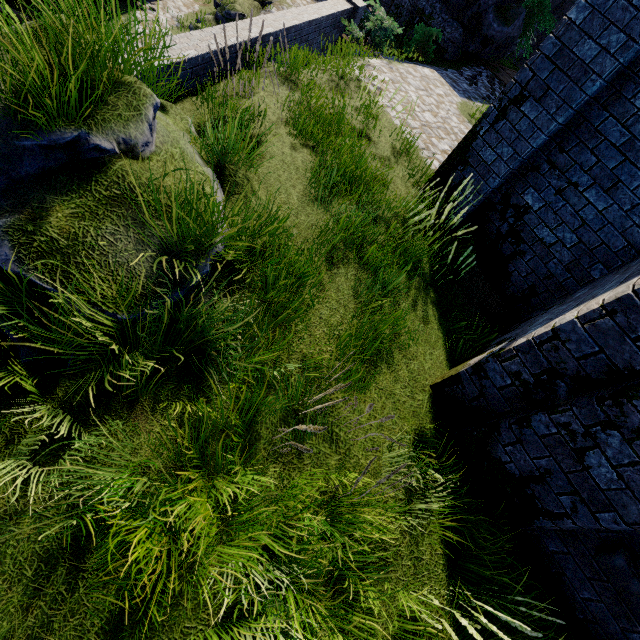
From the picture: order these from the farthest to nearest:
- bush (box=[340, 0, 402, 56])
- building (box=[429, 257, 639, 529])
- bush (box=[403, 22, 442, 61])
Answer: bush (box=[403, 22, 442, 61]) < bush (box=[340, 0, 402, 56]) < building (box=[429, 257, 639, 529])

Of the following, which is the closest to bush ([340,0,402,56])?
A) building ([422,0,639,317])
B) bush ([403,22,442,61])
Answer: bush ([403,22,442,61])

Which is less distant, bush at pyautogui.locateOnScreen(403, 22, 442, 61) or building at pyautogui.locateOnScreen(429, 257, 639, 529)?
building at pyautogui.locateOnScreen(429, 257, 639, 529)

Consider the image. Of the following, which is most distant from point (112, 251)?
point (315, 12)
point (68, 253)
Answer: point (315, 12)

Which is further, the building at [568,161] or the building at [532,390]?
the building at [568,161]

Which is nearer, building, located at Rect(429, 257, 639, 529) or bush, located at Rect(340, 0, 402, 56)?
building, located at Rect(429, 257, 639, 529)

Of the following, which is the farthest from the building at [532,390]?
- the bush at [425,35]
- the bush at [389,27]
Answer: the bush at [425,35]

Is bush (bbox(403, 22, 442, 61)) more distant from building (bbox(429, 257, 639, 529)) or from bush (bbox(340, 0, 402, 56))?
building (bbox(429, 257, 639, 529))
